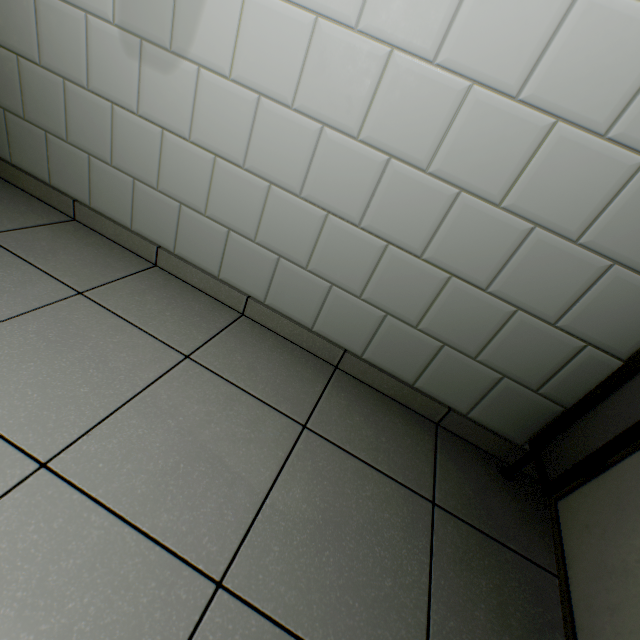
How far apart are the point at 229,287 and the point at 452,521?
1.2 meters
